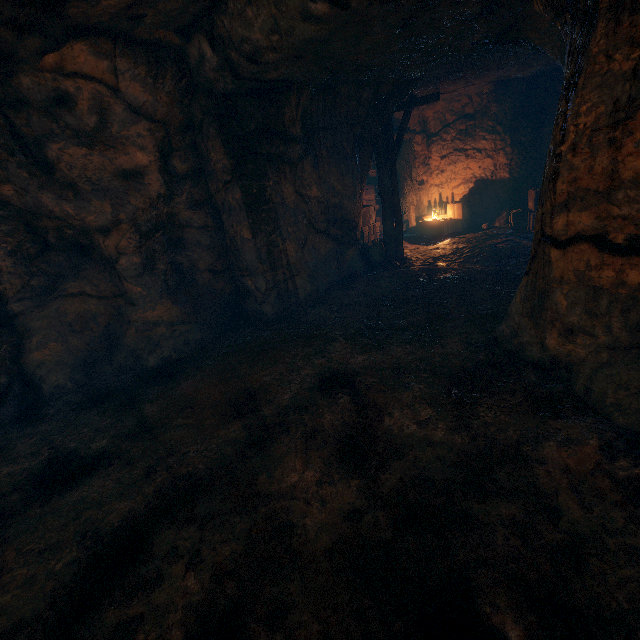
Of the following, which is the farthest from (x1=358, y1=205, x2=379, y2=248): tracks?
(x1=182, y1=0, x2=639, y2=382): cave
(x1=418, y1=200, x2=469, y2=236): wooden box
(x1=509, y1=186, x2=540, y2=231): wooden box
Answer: (x1=509, y1=186, x2=540, y2=231): wooden box

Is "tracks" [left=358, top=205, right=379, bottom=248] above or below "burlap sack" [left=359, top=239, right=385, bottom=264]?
above

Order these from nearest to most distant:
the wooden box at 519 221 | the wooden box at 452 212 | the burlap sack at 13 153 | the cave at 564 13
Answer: the burlap sack at 13 153
the cave at 564 13
the wooden box at 519 221
the wooden box at 452 212

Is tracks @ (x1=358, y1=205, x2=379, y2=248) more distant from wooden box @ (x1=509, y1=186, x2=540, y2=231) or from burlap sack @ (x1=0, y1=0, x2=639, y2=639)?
burlap sack @ (x1=0, y1=0, x2=639, y2=639)

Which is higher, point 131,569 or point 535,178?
point 535,178

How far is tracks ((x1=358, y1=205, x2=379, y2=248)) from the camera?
12.5 meters

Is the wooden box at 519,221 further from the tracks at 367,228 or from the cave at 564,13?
the tracks at 367,228

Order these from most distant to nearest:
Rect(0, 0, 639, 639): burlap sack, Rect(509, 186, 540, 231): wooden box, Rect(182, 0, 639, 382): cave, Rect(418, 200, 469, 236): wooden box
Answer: Rect(418, 200, 469, 236): wooden box < Rect(509, 186, 540, 231): wooden box < Rect(182, 0, 639, 382): cave < Rect(0, 0, 639, 639): burlap sack
